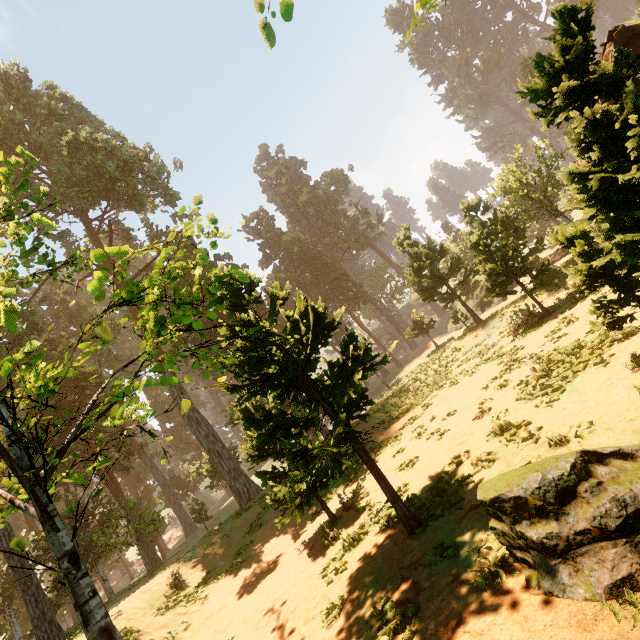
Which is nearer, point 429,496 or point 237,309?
point 429,496

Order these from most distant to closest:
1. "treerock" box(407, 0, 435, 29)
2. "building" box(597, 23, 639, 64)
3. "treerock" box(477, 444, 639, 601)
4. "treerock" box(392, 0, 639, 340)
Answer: "building" box(597, 23, 639, 64)
"treerock" box(407, 0, 435, 29)
"treerock" box(392, 0, 639, 340)
"treerock" box(477, 444, 639, 601)

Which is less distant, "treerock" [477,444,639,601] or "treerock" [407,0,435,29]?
"treerock" [477,444,639,601]

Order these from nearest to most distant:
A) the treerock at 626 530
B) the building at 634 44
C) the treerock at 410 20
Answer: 1. the treerock at 626 530
2. the treerock at 410 20
3. the building at 634 44

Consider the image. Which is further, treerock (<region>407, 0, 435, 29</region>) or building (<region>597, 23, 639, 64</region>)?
building (<region>597, 23, 639, 64</region>)

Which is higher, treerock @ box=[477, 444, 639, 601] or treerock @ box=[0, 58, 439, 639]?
treerock @ box=[0, 58, 439, 639]

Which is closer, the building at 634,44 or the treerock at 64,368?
the treerock at 64,368
